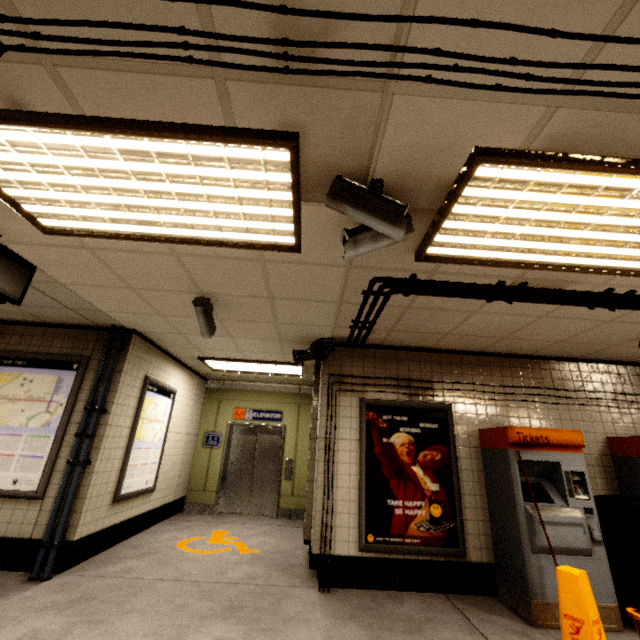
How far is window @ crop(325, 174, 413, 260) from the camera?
1.8m

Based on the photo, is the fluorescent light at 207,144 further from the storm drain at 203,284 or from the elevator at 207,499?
the elevator at 207,499

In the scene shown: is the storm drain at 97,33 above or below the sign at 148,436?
above

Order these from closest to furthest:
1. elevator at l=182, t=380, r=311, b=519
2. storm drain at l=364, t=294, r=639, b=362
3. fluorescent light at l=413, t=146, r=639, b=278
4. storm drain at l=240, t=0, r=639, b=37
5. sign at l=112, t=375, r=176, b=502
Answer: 1. storm drain at l=240, t=0, r=639, b=37
2. fluorescent light at l=413, t=146, r=639, b=278
3. storm drain at l=364, t=294, r=639, b=362
4. sign at l=112, t=375, r=176, b=502
5. elevator at l=182, t=380, r=311, b=519

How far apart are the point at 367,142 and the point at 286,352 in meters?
4.1

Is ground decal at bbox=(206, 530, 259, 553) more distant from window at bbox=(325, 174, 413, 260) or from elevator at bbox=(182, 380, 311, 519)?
window at bbox=(325, 174, 413, 260)

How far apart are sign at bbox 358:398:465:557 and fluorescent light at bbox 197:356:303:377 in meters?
1.8 m

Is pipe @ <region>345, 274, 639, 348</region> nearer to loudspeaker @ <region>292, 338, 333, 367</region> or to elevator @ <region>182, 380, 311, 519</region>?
loudspeaker @ <region>292, 338, 333, 367</region>
